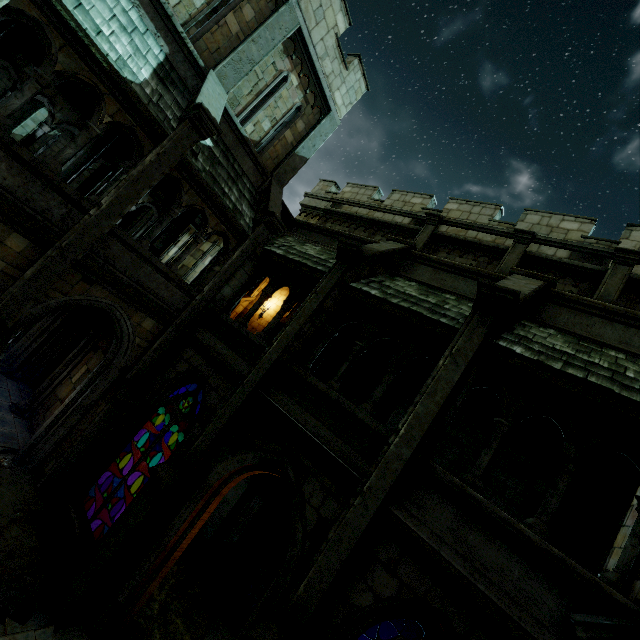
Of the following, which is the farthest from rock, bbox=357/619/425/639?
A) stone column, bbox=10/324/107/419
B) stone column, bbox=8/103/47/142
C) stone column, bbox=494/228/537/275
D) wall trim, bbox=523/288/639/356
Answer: stone column, bbox=8/103/47/142

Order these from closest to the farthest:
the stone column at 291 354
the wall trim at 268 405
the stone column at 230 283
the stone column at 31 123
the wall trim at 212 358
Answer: the wall trim at 268 405 < the stone column at 291 354 < the wall trim at 212 358 < the stone column at 230 283 < the stone column at 31 123

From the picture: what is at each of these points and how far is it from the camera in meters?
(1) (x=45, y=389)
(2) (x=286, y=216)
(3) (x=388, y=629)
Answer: (1) stone column, 10.1
(2) wall trim, 12.3
(3) rock, 9.5

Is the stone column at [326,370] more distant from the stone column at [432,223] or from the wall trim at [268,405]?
the wall trim at [268,405]

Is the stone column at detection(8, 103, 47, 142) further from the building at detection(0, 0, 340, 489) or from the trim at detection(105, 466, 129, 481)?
the trim at detection(105, 466, 129, 481)

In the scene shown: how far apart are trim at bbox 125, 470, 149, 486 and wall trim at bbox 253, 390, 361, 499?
6.55m

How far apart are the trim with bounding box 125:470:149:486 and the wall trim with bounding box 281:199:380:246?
10.1m

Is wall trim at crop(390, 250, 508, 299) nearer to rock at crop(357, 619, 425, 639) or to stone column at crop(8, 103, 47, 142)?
rock at crop(357, 619, 425, 639)
